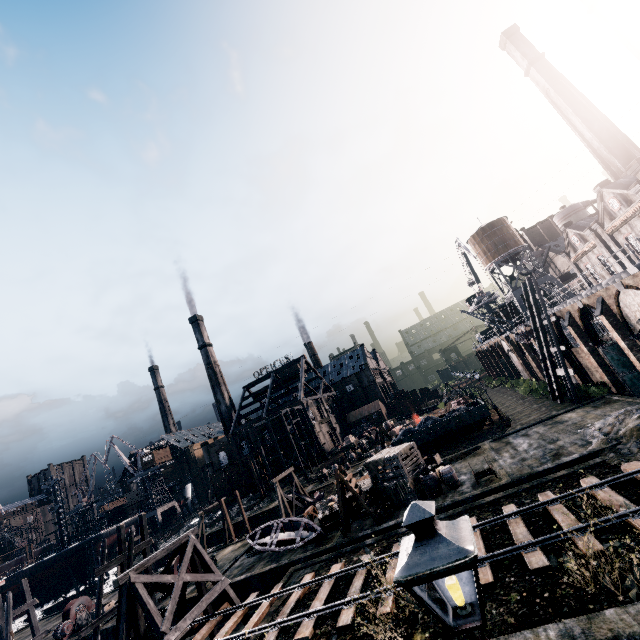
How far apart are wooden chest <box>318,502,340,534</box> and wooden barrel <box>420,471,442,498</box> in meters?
6.8

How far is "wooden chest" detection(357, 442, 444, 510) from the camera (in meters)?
22.22

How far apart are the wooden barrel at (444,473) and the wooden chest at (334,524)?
8.40m

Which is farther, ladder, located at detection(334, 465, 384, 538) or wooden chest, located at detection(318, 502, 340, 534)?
wooden chest, located at detection(318, 502, 340, 534)

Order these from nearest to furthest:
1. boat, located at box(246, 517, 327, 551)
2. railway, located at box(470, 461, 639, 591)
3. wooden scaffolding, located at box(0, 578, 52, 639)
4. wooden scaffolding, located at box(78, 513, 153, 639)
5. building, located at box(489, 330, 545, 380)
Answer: railway, located at box(470, 461, 639, 591) < wooden scaffolding, located at box(78, 513, 153, 639) < boat, located at box(246, 517, 327, 551) < wooden scaffolding, located at box(0, 578, 52, 639) < building, located at box(489, 330, 545, 380)

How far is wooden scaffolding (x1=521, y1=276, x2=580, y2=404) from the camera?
28.7 meters

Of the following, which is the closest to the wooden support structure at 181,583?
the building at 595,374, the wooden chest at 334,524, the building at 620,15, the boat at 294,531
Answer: the boat at 294,531

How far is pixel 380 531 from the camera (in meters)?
20.64
